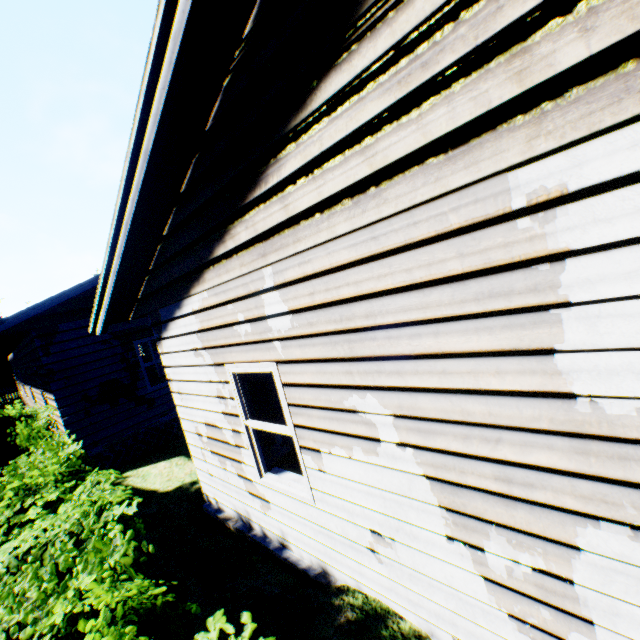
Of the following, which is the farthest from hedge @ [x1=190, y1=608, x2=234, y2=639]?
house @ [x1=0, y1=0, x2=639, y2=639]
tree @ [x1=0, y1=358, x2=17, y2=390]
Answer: tree @ [x1=0, y1=358, x2=17, y2=390]

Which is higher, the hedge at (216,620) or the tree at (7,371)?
the tree at (7,371)

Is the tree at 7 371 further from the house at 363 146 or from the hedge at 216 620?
the hedge at 216 620

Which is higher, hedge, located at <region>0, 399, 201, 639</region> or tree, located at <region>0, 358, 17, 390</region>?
tree, located at <region>0, 358, 17, 390</region>

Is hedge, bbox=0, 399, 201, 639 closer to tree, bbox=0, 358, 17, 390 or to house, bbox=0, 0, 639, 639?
house, bbox=0, 0, 639, 639

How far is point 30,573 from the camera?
1.9m
